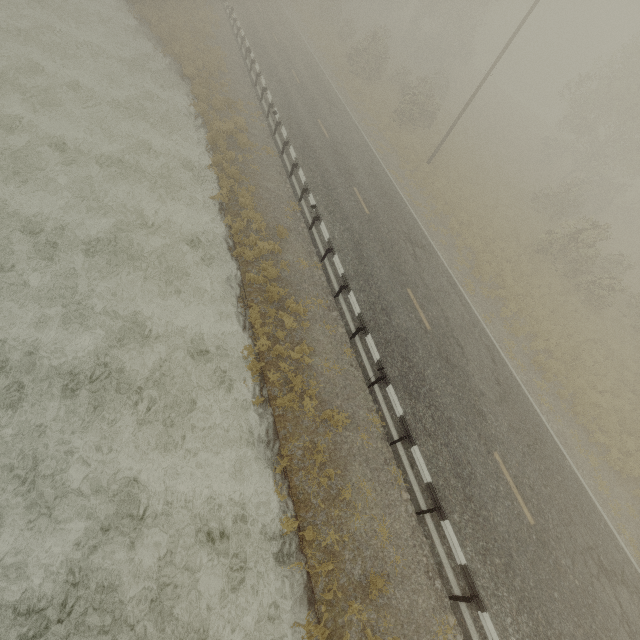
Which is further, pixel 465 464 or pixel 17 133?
pixel 17 133
